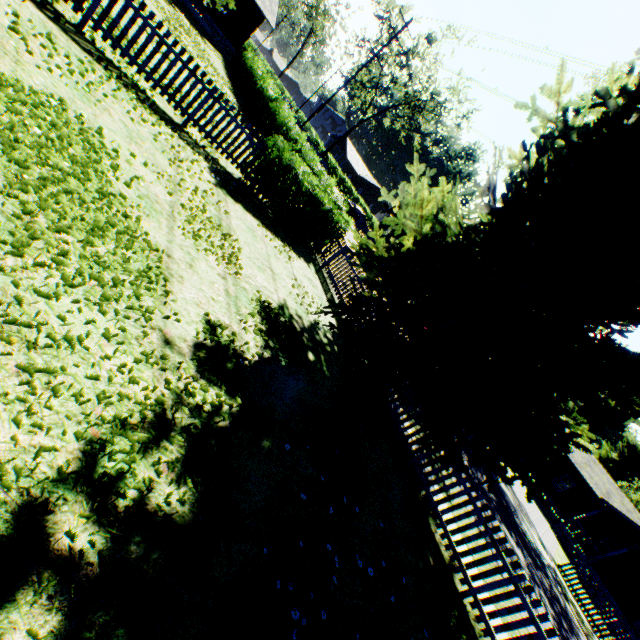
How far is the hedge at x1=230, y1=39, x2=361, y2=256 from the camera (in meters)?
9.66

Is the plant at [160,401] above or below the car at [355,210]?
below

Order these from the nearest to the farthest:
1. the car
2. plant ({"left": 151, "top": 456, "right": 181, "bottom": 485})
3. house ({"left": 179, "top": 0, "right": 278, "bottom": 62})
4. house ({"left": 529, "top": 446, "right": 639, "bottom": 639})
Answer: plant ({"left": 151, "top": 456, "right": 181, "bottom": 485}) → house ({"left": 529, "top": 446, "right": 639, "bottom": 639}) → house ({"left": 179, "top": 0, "right": 278, "bottom": 62}) → the car

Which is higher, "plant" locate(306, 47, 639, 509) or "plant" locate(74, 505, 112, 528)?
"plant" locate(306, 47, 639, 509)

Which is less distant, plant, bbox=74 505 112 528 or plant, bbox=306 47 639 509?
plant, bbox=74 505 112 528

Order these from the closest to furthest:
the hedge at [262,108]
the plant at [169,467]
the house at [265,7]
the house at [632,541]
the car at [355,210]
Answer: the plant at [169,467]
the hedge at [262,108]
the house at [632,541]
the house at [265,7]
the car at [355,210]

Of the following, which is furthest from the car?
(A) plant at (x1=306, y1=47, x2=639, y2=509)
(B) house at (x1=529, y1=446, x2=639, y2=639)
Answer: (B) house at (x1=529, y1=446, x2=639, y2=639)

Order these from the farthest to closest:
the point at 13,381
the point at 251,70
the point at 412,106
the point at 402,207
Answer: the point at 412,106
the point at 251,70
the point at 402,207
the point at 13,381
